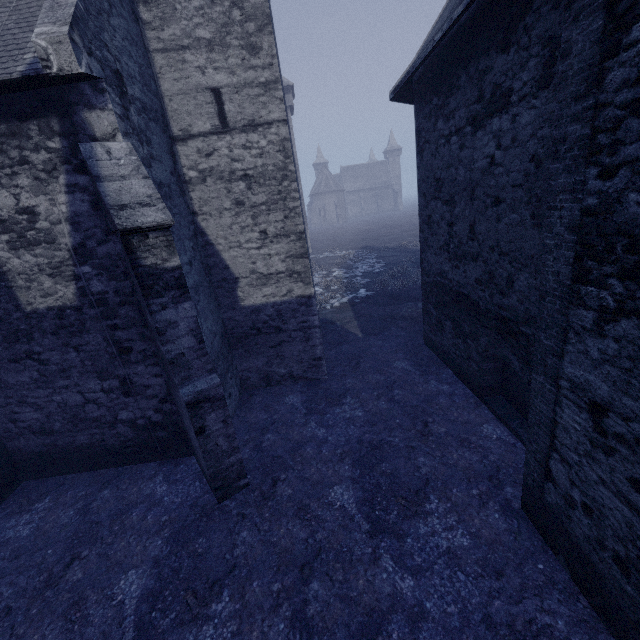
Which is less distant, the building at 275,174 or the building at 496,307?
the building at 496,307

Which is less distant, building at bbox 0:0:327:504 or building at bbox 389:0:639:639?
building at bbox 389:0:639:639

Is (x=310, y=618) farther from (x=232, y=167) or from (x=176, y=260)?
(x=232, y=167)
